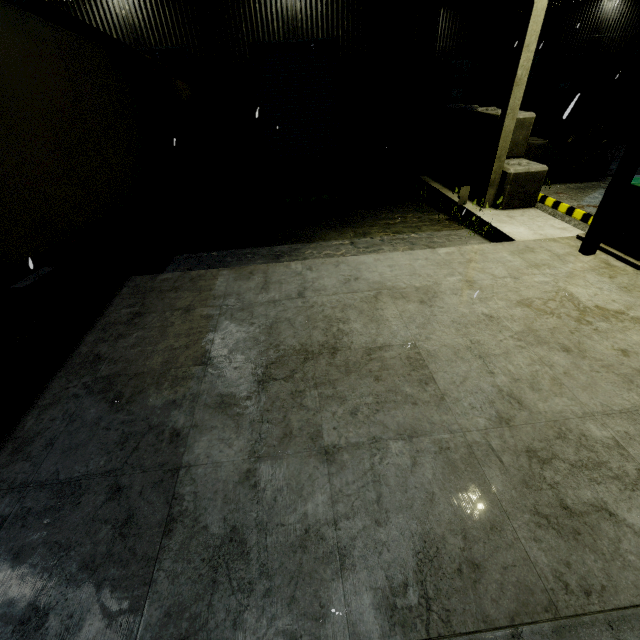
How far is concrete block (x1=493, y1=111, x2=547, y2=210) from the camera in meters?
7.6

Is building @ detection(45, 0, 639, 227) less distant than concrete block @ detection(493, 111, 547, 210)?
No

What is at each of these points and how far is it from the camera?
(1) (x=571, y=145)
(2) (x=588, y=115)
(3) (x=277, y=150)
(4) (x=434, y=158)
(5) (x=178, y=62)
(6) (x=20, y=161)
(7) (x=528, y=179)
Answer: (1) forklift, 8.8m
(2) pallet, 13.6m
(3) roll-up door, 12.5m
(4) concrete block, 11.2m
(5) roll-up door, 10.6m
(6) semi trailer, 3.6m
(7) concrete block, 7.7m

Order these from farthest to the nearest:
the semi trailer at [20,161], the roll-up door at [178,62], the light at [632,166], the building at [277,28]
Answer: the roll-up door at [178,62], the building at [277,28], the light at [632,166], the semi trailer at [20,161]

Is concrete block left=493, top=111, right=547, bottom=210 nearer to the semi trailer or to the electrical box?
the semi trailer

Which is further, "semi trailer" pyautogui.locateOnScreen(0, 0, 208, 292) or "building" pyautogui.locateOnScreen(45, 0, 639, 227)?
"building" pyautogui.locateOnScreen(45, 0, 639, 227)

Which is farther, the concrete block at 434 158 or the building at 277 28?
the building at 277 28

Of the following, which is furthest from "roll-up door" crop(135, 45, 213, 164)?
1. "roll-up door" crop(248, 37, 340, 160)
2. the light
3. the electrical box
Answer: the electrical box
